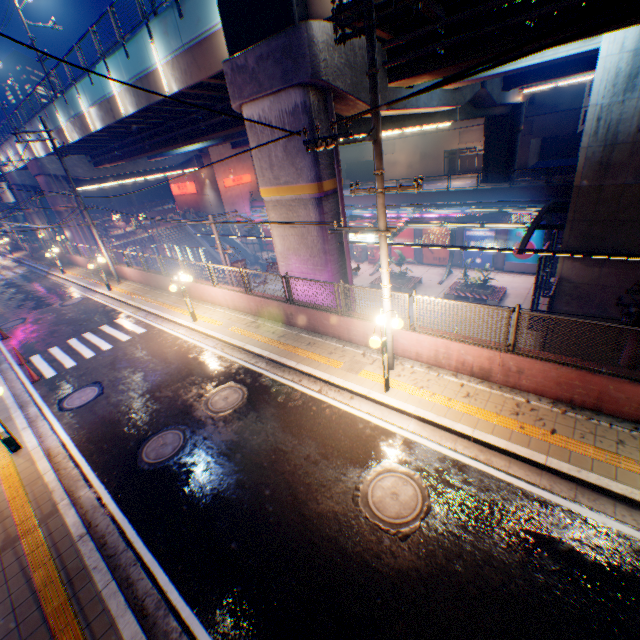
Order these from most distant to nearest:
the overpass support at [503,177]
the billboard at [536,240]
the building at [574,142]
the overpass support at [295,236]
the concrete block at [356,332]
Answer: the building at [574,142], the overpass support at [503,177], the billboard at [536,240], the overpass support at [295,236], the concrete block at [356,332]

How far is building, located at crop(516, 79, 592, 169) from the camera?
35.8m

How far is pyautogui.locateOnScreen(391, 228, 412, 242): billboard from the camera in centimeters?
3238cm

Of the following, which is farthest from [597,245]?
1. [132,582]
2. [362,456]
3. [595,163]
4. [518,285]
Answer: [132,582]

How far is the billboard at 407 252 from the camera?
33.3 meters

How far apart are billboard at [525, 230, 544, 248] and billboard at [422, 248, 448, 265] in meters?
4.8

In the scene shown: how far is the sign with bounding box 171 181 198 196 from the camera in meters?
44.7

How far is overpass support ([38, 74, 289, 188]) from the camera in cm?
1705
